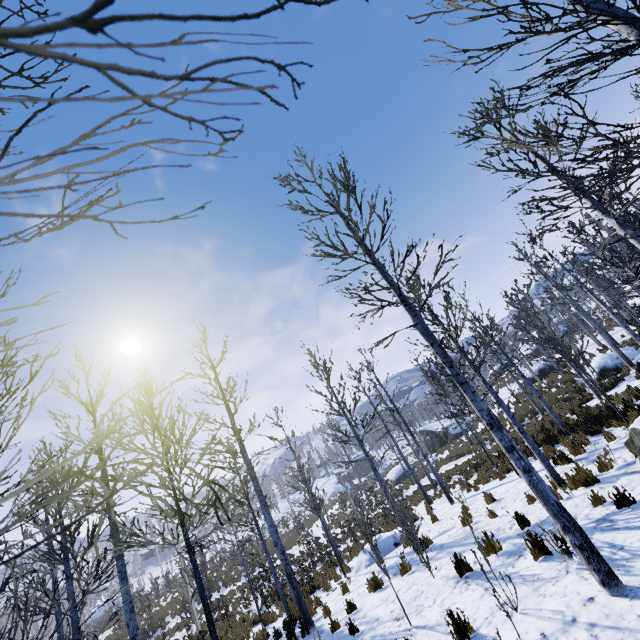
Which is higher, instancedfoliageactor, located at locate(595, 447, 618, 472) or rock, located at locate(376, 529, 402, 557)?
instancedfoliageactor, located at locate(595, 447, 618, 472)

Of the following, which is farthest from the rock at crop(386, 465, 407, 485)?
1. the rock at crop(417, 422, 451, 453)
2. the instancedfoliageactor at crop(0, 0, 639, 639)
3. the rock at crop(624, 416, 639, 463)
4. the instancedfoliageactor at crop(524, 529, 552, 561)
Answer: the instancedfoliageactor at crop(524, 529, 552, 561)

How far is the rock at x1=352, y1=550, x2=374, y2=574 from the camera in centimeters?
1182cm

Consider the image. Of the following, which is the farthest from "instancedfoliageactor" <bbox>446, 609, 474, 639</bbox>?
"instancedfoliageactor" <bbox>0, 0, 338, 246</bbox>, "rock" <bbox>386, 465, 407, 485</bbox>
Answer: "rock" <bbox>386, 465, 407, 485</bbox>

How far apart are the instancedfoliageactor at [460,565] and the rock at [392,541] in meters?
6.7 m

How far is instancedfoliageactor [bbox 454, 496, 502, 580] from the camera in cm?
464

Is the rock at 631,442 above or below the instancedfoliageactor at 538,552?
above

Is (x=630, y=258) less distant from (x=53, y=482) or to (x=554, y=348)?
(x=554, y=348)
